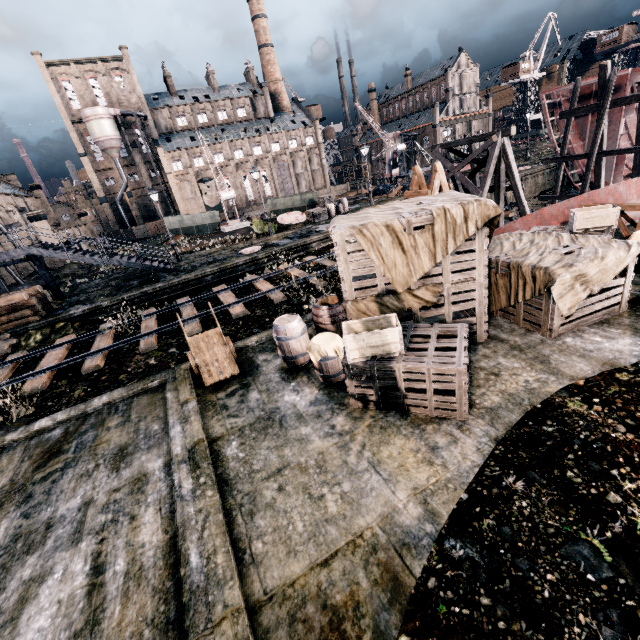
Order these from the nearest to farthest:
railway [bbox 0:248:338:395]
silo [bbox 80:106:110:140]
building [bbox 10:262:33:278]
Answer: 1. railway [bbox 0:248:338:395]
2. building [bbox 10:262:33:278]
3. silo [bbox 80:106:110:140]

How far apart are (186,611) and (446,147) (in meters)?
25.20

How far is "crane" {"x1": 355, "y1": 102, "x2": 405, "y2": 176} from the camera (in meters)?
48.91

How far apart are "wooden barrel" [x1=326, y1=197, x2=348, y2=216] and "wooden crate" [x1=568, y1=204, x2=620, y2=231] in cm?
2356

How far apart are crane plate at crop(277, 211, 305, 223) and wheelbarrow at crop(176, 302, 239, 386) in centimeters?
2374cm

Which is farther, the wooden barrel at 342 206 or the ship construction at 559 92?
the wooden barrel at 342 206

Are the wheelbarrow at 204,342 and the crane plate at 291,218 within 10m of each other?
no

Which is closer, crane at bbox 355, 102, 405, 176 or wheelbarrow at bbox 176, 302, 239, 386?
wheelbarrow at bbox 176, 302, 239, 386
